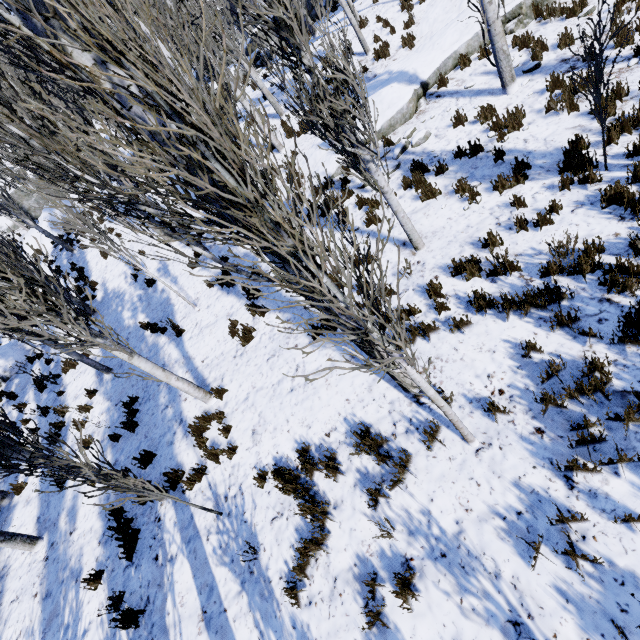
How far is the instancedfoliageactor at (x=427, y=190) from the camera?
7.0m

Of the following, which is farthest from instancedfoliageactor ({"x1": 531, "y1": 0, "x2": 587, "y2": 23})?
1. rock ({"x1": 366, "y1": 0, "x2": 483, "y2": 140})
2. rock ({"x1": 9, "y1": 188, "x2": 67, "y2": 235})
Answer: rock ({"x1": 9, "y1": 188, "x2": 67, "y2": 235})

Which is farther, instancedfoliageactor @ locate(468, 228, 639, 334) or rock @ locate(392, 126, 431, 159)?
rock @ locate(392, 126, 431, 159)

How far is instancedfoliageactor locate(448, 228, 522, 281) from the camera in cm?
497

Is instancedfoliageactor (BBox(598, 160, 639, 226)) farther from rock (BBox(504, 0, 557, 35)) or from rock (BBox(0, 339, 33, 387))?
rock (BBox(0, 339, 33, 387))

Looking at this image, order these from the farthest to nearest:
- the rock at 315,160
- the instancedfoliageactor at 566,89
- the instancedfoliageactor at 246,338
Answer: the rock at 315,160 → the instancedfoliageactor at 246,338 → the instancedfoliageactor at 566,89

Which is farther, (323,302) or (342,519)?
(342,519)
